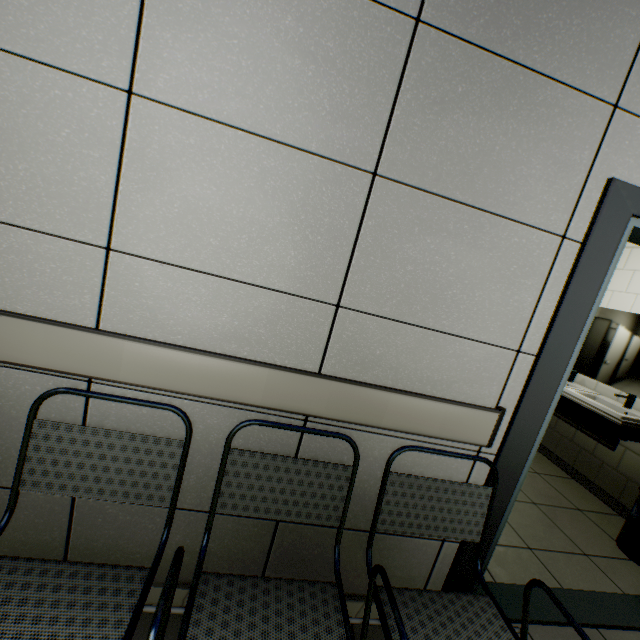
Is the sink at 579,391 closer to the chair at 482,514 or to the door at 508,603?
the door at 508,603

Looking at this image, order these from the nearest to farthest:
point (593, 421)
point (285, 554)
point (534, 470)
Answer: point (285, 554) → point (593, 421) → point (534, 470)

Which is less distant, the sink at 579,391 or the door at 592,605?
the door at 592,605

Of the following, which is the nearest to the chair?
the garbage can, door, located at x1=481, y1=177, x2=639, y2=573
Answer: door, located at x1=481, y1=177, x2=639, y2=573

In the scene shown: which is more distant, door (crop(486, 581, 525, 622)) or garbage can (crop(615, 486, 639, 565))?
garbage can (crop(615, 486, 639, 565))

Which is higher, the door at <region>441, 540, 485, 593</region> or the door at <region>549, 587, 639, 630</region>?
the door at <region>441, 540, 485, 593</region>

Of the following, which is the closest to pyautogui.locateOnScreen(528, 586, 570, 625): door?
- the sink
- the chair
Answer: the chair
